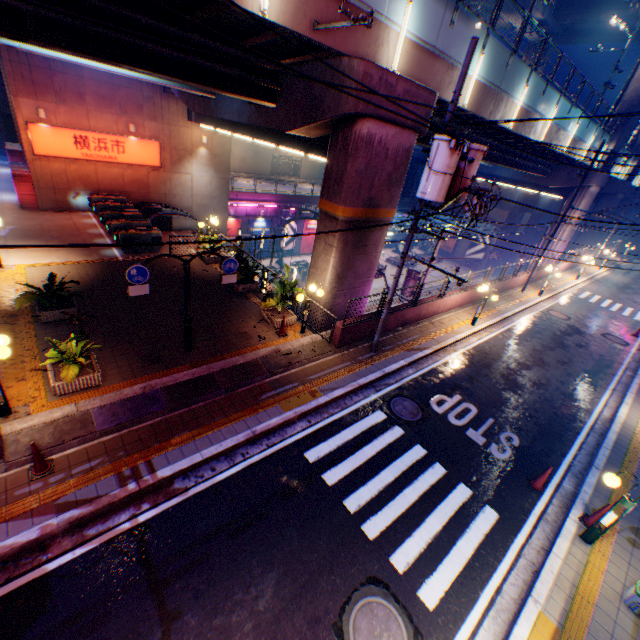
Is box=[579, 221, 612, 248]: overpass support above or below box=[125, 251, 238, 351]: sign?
below

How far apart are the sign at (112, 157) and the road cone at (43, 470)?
19.3m

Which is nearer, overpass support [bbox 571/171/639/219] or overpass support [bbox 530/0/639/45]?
overpass support [bbox 571/171/639/219]

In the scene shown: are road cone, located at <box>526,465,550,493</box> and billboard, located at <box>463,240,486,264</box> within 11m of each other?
no

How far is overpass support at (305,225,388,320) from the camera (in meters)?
12.60

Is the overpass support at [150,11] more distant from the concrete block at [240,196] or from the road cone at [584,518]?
the road cone at [584,518]

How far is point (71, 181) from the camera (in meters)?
19.66

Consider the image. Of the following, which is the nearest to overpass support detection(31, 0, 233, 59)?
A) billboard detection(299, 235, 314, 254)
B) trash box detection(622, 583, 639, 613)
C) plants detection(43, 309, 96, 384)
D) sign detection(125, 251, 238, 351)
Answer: plants detection(43, 309, 96, 384)
